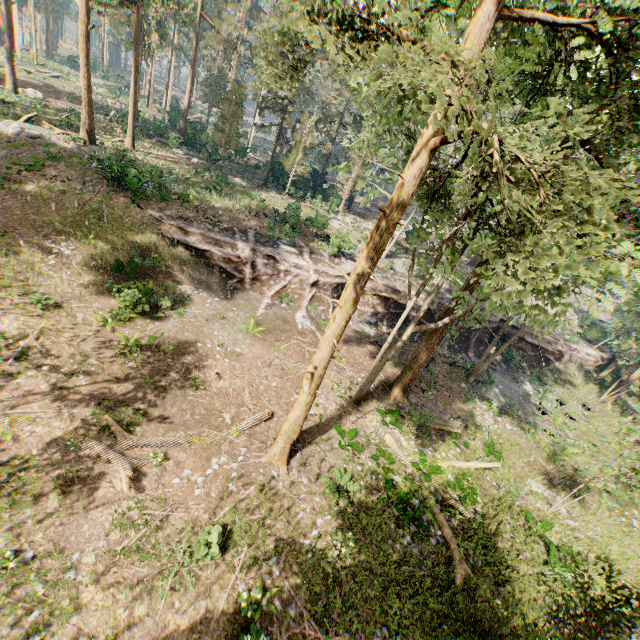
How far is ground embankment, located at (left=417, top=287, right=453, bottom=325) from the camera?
28.6 meters

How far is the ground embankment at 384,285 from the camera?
27.4 meters

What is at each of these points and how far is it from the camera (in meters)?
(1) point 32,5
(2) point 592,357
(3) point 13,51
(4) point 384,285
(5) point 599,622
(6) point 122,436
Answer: (1) foliage, 46.69
(2) ground embankment, 34.53
(3) foliage, 29.75
(4) ground embankment, 27.61
(5) foliage, 4.87
(6) foliage, 11.86

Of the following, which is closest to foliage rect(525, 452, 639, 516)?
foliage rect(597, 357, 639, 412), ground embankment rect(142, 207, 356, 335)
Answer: ground embankment rect(142, 207, 356, 335)

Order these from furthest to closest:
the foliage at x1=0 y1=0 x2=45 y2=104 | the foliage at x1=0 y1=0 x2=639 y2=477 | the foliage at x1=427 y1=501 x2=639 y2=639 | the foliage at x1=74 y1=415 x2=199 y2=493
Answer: the foliage at x1=0 y1=0 x2=45 y2=104 → the foliage at x1=74 y1=415 x2=199 y2=493 → the foliage at x1=427 y1=501 x2=639 y2=639 → the foliage at x1=0 y1=0 x2=639 y2=477

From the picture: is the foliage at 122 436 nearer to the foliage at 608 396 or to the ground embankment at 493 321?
the ground embankment at 493 321

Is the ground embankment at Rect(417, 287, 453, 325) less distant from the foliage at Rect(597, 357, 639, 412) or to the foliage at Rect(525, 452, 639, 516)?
the foliage at Rect(525, 452, 639, 516)

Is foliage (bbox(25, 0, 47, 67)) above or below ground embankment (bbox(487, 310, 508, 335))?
above
